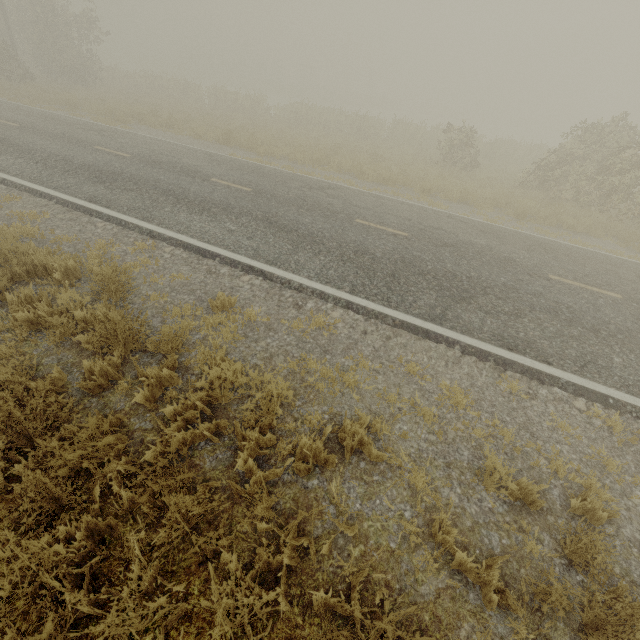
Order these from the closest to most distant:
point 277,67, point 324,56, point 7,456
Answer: point 7,456 → point 324,56 → point 277,67
